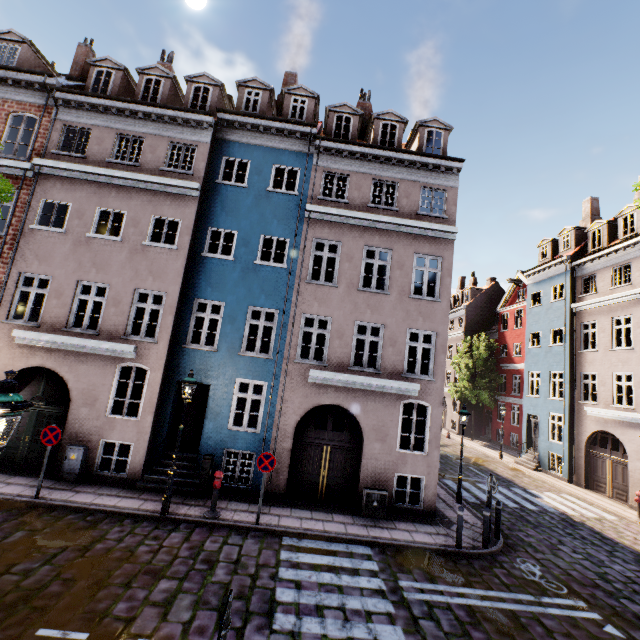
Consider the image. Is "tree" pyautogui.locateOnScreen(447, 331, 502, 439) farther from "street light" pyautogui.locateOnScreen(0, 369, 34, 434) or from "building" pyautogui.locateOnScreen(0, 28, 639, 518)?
"building" pyautogui.locateOnScreen(0, 28, 639, 518)

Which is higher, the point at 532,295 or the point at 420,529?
the point at 532,295

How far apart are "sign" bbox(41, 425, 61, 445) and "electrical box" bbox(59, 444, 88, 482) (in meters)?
1.36

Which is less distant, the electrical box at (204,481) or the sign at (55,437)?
the sign at (55,437)

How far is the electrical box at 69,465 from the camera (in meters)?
10.12

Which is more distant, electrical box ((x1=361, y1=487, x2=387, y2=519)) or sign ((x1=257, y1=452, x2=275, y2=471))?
electrical box ((x1=361, y1=487, x2=387, y2=519))

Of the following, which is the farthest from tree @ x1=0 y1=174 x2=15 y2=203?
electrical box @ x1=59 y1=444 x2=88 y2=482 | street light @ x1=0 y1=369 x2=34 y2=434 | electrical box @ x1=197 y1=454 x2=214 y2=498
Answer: electrical box @ x1=197 y1=454 x2=214 y2=498

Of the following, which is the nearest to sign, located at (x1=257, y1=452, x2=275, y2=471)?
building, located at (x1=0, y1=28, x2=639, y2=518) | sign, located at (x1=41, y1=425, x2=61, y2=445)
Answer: building, located at (x1=0, y1=28, x2=639, y2=518)
